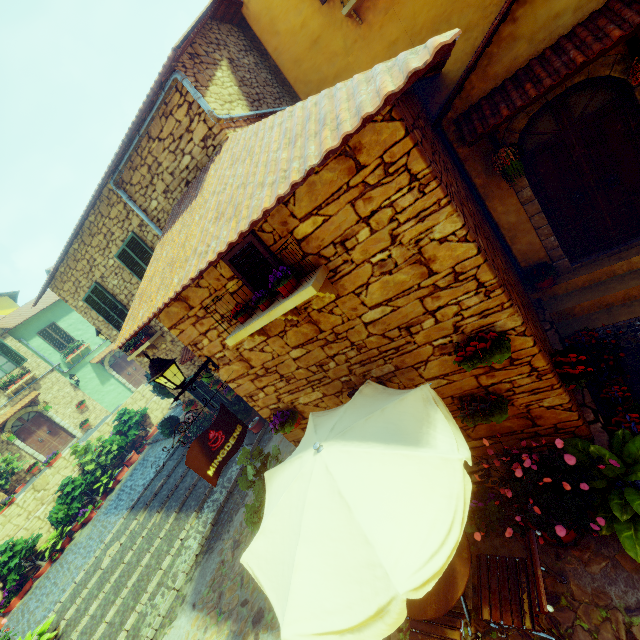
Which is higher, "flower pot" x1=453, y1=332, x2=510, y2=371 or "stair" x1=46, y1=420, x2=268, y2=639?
"flower pot" x1=453, y1=332, x2=510, y2=371

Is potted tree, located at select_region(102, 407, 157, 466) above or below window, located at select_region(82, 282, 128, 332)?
below

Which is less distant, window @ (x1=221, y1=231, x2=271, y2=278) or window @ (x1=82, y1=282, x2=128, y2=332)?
window @ (x1=221, y1=231, x2=271, y2=278)

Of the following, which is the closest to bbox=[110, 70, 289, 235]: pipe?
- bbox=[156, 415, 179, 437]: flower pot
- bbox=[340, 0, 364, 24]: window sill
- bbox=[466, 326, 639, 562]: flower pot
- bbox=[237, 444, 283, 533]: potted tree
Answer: bbox=[340, 0, 364, 24]: window sill

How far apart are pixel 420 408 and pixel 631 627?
2.7m

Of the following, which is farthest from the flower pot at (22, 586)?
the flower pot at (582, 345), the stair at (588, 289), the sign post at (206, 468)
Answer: the stair at (588, 289)

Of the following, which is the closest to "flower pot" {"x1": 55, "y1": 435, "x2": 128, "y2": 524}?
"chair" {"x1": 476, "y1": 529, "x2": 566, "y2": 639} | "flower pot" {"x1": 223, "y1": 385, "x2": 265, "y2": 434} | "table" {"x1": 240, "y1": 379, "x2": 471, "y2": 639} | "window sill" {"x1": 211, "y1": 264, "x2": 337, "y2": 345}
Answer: "flower pot" {"x1": 223, "y1": 385, "x2": 265, "y2": 434}

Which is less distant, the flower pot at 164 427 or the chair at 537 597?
the chair at 537 597
